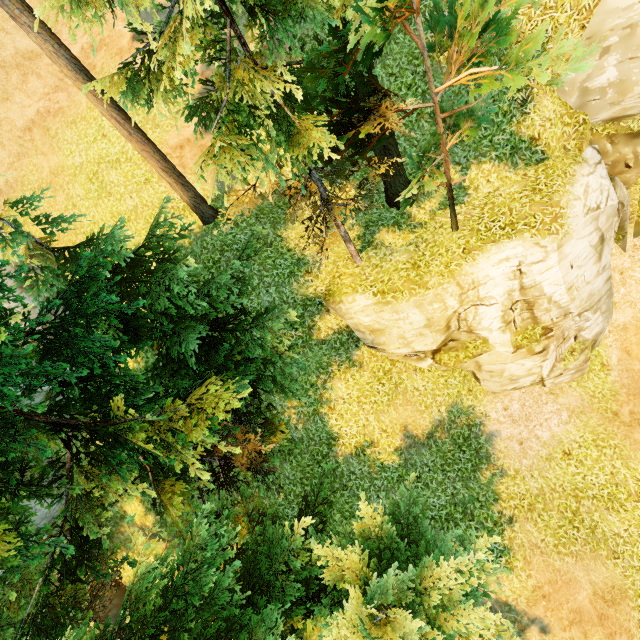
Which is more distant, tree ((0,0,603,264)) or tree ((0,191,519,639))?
tree ((0,191,519,639))

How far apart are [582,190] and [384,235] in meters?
5.7 m

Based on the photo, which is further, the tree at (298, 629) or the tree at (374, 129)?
the tree at (298, 629)
